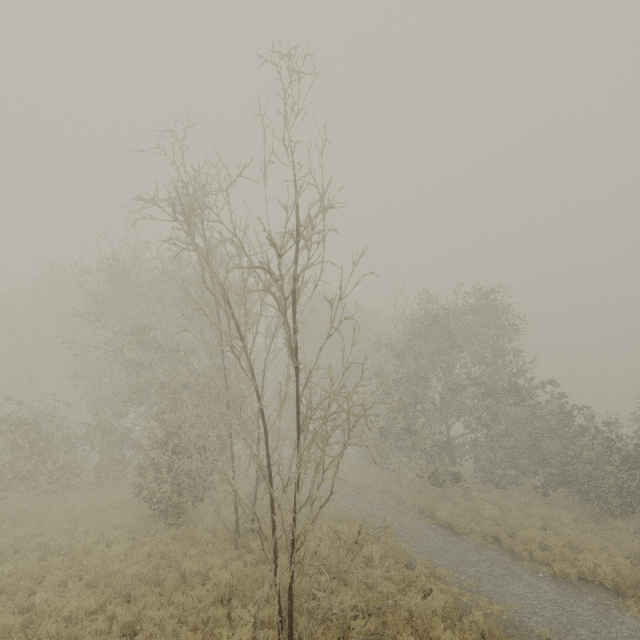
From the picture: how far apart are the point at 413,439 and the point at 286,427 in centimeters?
1504cm
